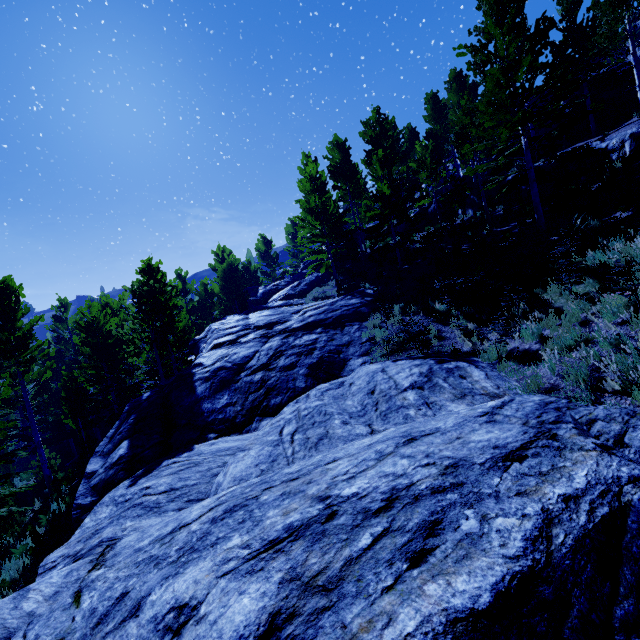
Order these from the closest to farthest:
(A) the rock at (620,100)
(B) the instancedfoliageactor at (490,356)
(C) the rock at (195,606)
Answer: (C) the rock at (195,606) → (B) the instancedfoliageactor at (490,356) → (A) the rock at (620,100)

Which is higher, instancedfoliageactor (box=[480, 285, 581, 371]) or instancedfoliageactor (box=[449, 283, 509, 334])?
instancedfoliageactor (box=[449, 283, 509, 334])

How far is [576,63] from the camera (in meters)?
18.77

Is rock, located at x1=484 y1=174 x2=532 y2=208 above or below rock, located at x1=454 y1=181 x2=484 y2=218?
below

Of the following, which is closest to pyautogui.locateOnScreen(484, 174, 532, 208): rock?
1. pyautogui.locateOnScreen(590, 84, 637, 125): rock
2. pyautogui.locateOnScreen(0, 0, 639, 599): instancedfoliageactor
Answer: pyautogui.locateOnScreen(0, 0, 639, 599): instancedfoliageactor

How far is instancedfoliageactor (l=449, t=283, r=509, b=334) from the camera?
9.13m

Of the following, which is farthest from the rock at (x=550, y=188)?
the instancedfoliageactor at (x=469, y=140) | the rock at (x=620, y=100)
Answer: the rock at (x=620, y=100)

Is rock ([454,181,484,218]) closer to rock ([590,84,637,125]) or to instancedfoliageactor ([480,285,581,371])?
instancedfoliageactor ([480,285,581,371])
